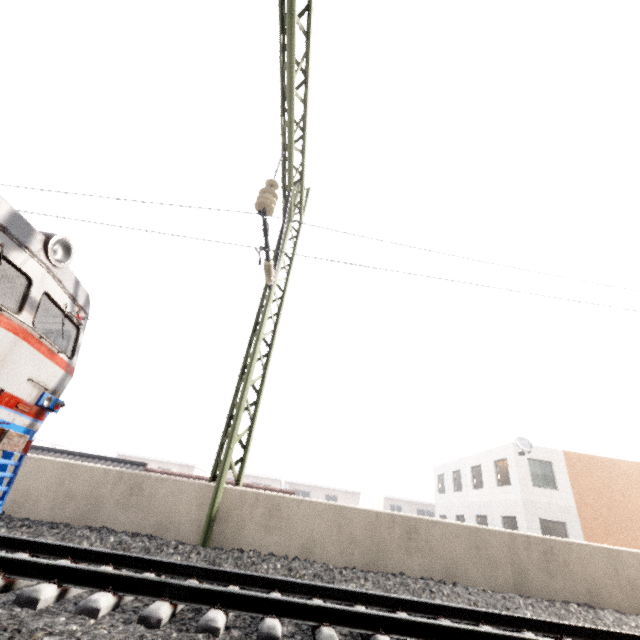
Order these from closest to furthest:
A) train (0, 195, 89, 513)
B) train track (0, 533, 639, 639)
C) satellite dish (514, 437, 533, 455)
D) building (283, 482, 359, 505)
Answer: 1. train track (0, 533, 639, 639)
2. train (0, 195, 89, 513)
3. satellite dish (514, 437, 533, 455)
4. building (283, 482, 359, 505)

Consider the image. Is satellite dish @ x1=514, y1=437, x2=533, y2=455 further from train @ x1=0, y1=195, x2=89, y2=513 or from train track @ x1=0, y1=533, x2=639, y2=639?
train @ x1=0, y1=195, x2=89, y2=513

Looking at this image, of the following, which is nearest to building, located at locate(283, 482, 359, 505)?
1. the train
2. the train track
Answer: the train

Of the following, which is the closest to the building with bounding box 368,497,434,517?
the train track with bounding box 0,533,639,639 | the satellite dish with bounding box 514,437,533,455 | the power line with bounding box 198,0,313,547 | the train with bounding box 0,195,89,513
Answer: the satellite dish with bounding box 514,437,533,455

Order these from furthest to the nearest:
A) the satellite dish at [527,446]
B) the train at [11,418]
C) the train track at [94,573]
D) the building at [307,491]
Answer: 1. the building at [307,491]
2. the satellite dish at [527,446]
3. the train at [11,418]
4. the train track at [94,573]

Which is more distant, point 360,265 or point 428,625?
point 360,265

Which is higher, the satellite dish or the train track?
the satellite dish

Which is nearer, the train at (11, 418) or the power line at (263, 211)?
the train at (11, 418)
